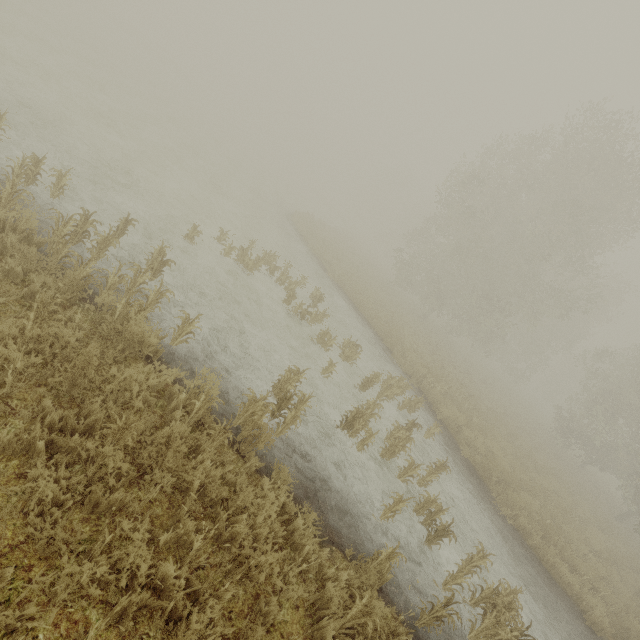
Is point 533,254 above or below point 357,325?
above
